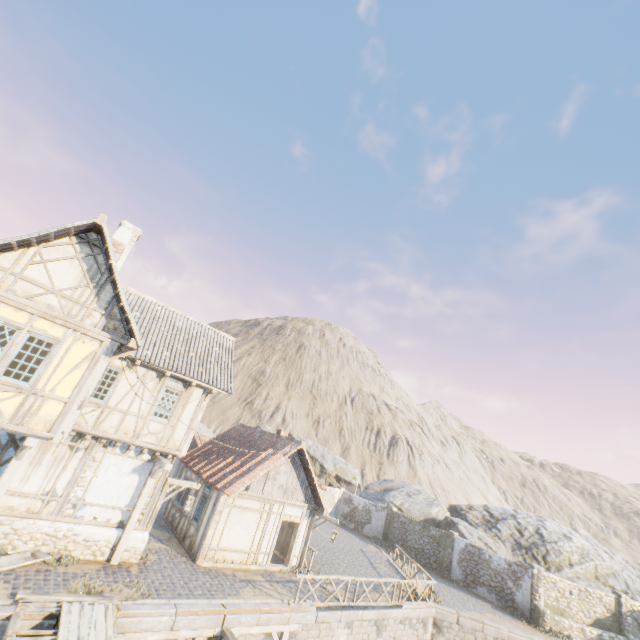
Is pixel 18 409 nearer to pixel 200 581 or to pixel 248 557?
pixel 200 581

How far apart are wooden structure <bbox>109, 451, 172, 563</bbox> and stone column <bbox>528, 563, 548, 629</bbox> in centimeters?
2462cm

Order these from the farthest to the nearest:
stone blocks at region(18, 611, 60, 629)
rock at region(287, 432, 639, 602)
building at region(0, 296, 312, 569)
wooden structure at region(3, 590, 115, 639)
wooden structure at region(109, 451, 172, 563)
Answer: rock at region(287, 432, 639, 602) → wooden structure at region(109, 451, 172, 563) → building at region(0, 296, 312, 569) → stone blocks at region(18, 611, 60, 629) → wooden structure at region(3, 590, 115, 639)

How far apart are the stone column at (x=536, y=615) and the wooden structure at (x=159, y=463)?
24.6m

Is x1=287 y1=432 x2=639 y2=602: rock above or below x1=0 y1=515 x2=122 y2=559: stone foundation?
above

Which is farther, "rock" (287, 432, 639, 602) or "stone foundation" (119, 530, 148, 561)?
"rock" (287, 432, 639, 602)

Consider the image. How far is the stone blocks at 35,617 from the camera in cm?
791

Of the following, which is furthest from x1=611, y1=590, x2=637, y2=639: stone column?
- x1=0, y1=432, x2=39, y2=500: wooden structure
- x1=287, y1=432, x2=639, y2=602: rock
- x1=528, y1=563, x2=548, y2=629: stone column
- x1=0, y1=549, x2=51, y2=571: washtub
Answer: x1=0, y1=549, x2=51, y2=571: washtub
